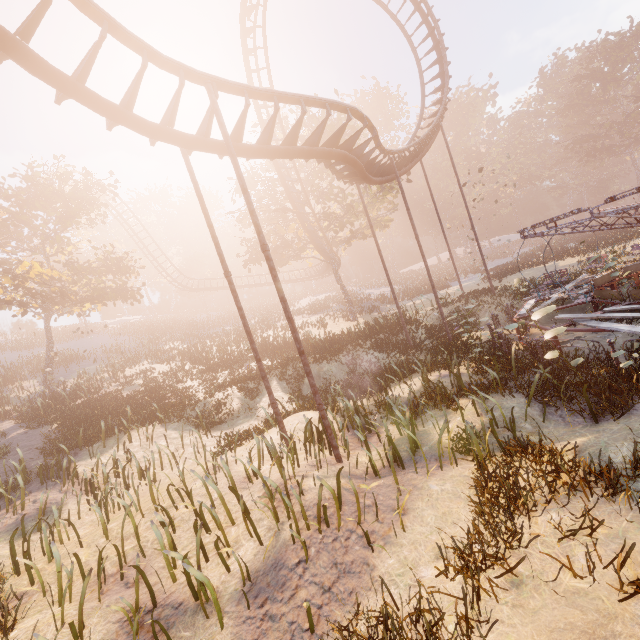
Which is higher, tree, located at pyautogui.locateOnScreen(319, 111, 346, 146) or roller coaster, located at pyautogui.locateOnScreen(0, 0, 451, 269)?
tree, located at pyautogui.locateOnScreen(319, 111, 346, 146)

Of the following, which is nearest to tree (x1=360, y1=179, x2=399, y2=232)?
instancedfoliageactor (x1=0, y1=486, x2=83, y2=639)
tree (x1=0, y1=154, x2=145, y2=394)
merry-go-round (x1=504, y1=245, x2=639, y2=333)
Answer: tree (x1=0, y1=154, x2=145, y2=394)

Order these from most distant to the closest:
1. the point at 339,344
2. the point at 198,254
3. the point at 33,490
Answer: the point at 198,254
the point at 339,344
the point at 33,490

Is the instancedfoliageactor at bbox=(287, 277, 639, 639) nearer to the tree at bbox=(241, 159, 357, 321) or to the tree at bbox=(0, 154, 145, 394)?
the tree at bbox=(241, 159, 357, 321)

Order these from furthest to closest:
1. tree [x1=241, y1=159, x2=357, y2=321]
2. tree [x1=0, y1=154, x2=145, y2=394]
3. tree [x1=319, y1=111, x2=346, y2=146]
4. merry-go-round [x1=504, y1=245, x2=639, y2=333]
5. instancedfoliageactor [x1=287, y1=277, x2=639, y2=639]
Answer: tree [x1=241, y1=159, x2=357, y2=321] < tree [x1=319, y1=111, x2=346, y2=146] < tree [x1=0, y1=154, x2=145, y2=394] < merry-go-round [x1=504, y1=245, x2=639, y2=333] < instancedfoliageactor [x1=287, y1=277, x2=639, y2=639]

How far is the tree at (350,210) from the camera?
24.7 meters

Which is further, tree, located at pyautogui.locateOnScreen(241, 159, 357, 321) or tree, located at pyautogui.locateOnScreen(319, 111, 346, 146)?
tree, located at pyautogui.locateOnScreen(241, 159, 357, 321)
